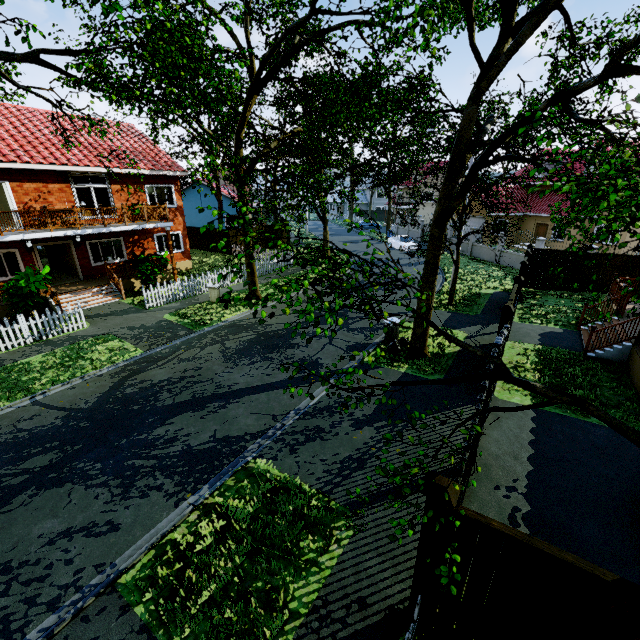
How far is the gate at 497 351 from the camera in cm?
560

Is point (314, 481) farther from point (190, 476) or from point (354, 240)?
point (354, 240)

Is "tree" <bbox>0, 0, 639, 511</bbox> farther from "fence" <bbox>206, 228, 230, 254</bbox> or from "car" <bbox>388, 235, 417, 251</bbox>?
"car" <bbox>388, 235, 417, 251</bbox>

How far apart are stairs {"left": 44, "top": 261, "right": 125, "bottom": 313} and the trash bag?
14.35m

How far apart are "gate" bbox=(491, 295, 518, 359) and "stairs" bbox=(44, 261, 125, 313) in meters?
17.7

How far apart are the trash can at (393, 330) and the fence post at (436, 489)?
8.83m

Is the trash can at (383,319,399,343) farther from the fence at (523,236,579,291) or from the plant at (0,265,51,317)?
the plant at (0,265,51,317)

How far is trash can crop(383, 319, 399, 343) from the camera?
12.3m
